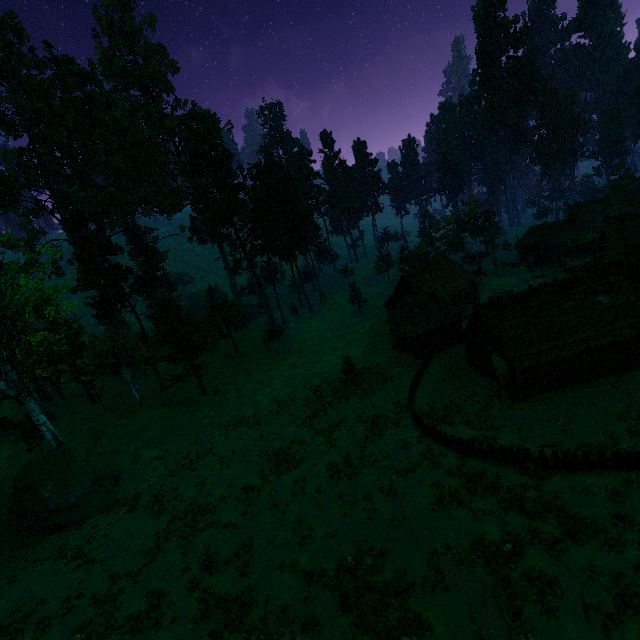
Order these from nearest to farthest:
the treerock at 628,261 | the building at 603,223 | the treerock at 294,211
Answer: the building at 603,223
the treerock at 294,211
the treerock at 628,261

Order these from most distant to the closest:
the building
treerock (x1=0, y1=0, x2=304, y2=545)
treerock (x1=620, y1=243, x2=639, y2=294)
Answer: treerock (x1=620, y1=243, x2=639, y2=294) < treerock (x1=0, y1=0, x2=304, y2=545) < the building

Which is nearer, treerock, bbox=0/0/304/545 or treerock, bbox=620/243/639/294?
treerock, bbox=0/0/304/545

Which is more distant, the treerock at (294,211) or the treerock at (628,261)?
the treerock at (628,261)

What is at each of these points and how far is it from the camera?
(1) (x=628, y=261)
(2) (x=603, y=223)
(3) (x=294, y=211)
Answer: (1) treerock, 36.3m
(2) building, 53.7m
(3) treerock, 58.6m

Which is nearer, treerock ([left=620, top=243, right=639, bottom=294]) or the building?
the building
